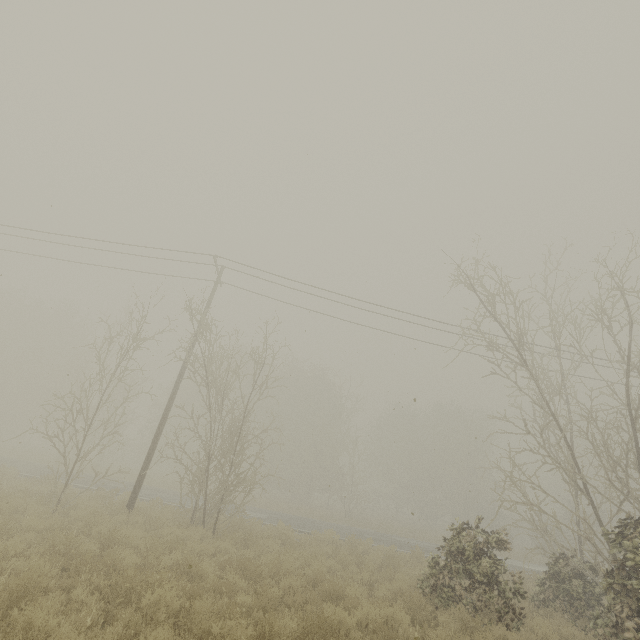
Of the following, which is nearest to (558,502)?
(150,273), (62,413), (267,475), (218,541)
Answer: (267,475)
